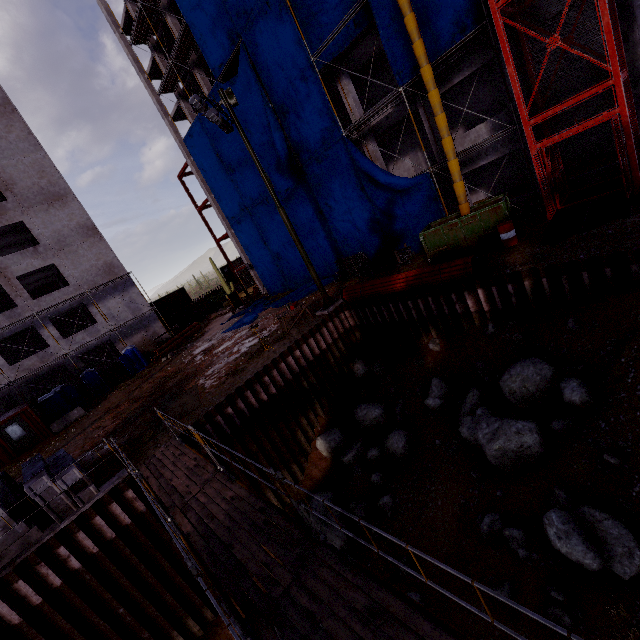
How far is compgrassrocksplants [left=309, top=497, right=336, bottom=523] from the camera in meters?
11.8

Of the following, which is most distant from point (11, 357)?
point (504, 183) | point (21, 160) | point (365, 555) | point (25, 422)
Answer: point (504, 183)

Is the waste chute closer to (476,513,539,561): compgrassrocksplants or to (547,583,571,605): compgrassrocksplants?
(476,513,539,561): compgrassrocksplants

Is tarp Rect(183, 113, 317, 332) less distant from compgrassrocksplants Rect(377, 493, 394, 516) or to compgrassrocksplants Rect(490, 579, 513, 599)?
compgrassrocksplants Rect(377, 493, 394, 516)

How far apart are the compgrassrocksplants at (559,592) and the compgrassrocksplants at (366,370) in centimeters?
1011cm

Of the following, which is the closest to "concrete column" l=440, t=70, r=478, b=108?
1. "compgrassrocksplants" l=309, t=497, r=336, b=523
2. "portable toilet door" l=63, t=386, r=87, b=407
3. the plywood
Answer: the plywood

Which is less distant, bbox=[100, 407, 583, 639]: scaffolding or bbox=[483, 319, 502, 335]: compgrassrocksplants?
bbox=[100, 407, 583, 639]: scaffolding

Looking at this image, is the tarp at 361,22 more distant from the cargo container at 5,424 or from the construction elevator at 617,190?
the cargo container at 5,424
